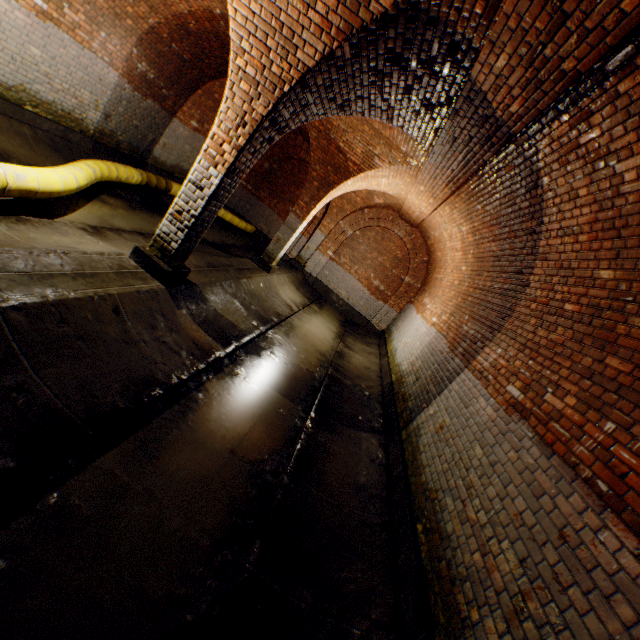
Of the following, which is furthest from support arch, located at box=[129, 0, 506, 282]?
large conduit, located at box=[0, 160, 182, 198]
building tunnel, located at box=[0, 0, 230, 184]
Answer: large conduit, located at box=[0, 160, 182, 198]

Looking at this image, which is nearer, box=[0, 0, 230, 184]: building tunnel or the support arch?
the support arch

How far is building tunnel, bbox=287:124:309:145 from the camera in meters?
Result: 11.1

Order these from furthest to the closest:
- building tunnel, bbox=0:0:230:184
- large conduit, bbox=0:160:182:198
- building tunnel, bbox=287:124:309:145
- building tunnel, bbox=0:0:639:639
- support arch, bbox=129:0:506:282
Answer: building tunnel, bbox=287:124:309:145 → building tunnel, bbox=0:0:230:184 → large conduit, bbox=0:160:182:198 → support arch, bbox=129:0:506:282 → building tunnel, bbox=0:0:639:639

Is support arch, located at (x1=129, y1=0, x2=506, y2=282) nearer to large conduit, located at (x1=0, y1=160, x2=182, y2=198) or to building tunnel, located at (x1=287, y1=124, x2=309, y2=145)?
building tunnel, located at (x1=287, y1=124, x2=309, y2=145)

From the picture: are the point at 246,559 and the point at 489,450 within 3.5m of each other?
yes

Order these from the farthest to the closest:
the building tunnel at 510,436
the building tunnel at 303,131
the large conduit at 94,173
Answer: the building tunnel at 303,131
the large conduit at 94,173
the building tunnel at 510,436

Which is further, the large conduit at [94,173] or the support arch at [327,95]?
the large conduit at [94,173]
